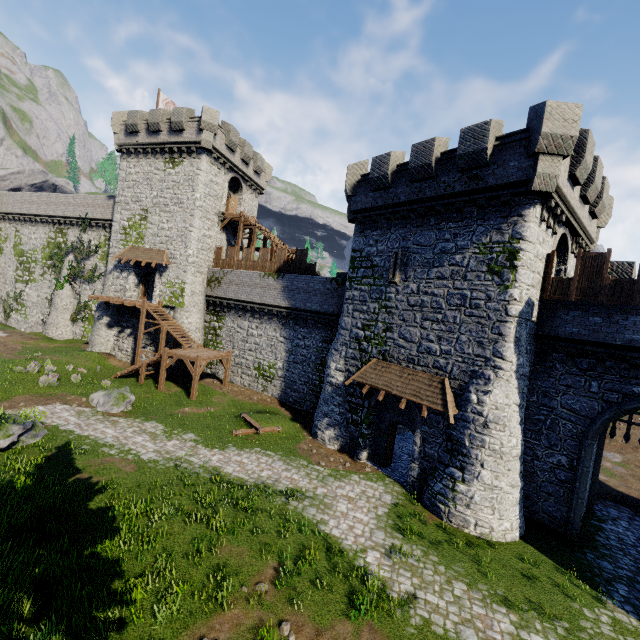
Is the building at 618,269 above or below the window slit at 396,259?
above

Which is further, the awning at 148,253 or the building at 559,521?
the awning at 148,253

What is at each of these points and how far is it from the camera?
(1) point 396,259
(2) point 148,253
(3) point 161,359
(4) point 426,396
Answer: (1) window slit, 17.39m
(2) awning, 29.09m
(3) stairs, 26.16m
(4) awning, 14.83m

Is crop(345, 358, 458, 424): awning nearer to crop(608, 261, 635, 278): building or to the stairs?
crop(608, 261, 635, 278): building

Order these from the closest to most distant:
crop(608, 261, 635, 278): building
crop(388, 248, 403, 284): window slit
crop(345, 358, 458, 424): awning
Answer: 1. crop(345, 358, 458, 424): awning
2. crop(608, 261, 635, 278): building
3. crop(388, 248, 403, 284): window slit

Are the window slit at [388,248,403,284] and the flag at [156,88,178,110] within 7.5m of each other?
no

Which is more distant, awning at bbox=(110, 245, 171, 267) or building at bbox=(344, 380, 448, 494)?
awning at bbox=(110, 245, 171, 267)

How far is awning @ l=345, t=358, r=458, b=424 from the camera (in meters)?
14.28
